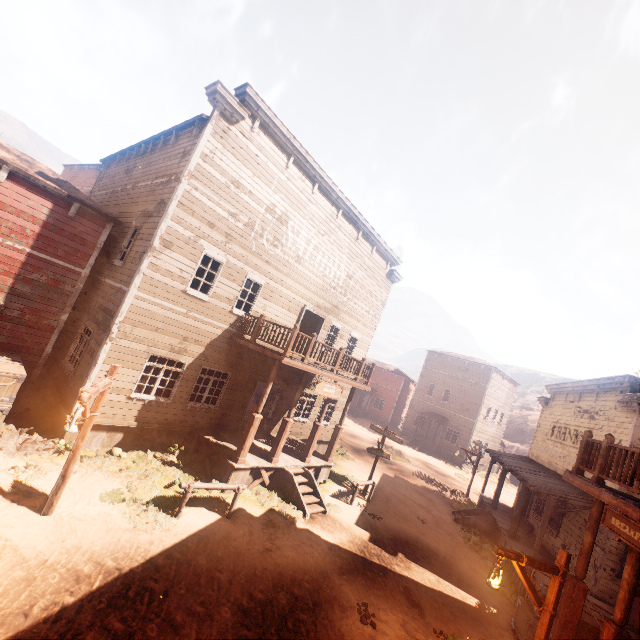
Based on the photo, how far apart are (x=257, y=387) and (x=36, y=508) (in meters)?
18.21

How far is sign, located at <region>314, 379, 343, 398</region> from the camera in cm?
1219

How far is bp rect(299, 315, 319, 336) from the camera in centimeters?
1705cm

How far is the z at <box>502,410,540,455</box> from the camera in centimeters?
4700cm

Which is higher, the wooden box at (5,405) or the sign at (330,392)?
the sign at (330,392)

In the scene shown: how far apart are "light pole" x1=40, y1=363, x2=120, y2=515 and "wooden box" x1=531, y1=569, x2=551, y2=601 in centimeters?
1143cm

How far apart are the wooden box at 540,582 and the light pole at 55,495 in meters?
11.4 m

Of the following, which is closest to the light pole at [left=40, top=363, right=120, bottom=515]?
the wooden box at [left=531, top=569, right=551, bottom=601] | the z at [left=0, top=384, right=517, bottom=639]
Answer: the z at [left=0, top=384, right=517, bottom=639]
